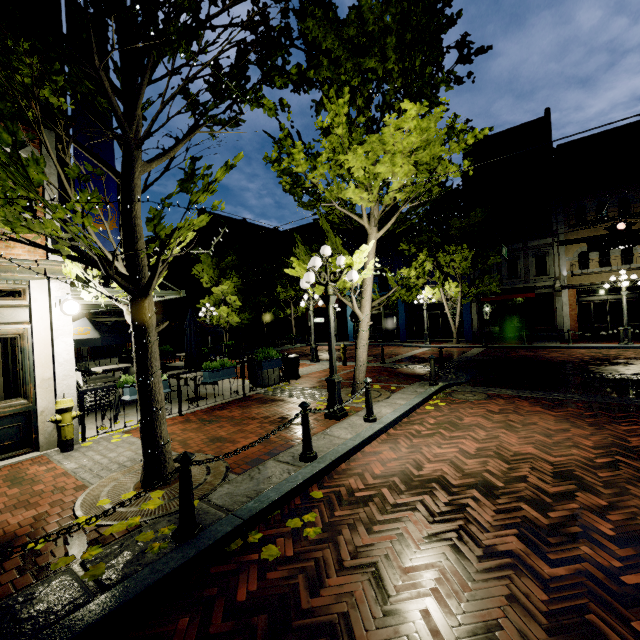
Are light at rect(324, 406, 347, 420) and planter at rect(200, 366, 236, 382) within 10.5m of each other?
yes

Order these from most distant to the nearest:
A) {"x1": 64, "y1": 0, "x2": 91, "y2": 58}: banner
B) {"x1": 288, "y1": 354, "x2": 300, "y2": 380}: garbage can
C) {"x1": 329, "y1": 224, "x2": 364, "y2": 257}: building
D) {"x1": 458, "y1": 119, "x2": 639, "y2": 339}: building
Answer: {"x1": 329, "y1": 224, "x2": 364, "y2": 257}: building → {"x1": 458, "y1": 119, "x2": 639, "y2": 339}: building → {"x1": 288, "y1": 354, "x2": 300, "y2": 380}: garbage can → {"x1": 64, "y1": 0, "x2": 91, "y2": 58}: banner

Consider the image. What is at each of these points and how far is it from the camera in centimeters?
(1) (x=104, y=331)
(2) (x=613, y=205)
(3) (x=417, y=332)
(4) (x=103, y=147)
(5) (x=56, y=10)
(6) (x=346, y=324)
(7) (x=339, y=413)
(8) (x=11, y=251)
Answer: (1) table, 873cm
(2) building, 1795cm
(3) building, 2695cm
(4) banner, 692cm
(5) banner, 564cm
(6) building, 3312cm
(7) light, 674cm
(8) building, 567cm

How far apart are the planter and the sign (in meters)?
16.12

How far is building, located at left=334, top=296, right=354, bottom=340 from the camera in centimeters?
2942cm

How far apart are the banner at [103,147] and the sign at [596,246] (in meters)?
18.19

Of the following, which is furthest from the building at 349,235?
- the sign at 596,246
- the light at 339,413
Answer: the light at 339,413

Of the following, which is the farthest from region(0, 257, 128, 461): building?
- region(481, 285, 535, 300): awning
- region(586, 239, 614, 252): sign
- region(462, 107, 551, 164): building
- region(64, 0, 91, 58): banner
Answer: region(481, 285, 535, 300): awning
